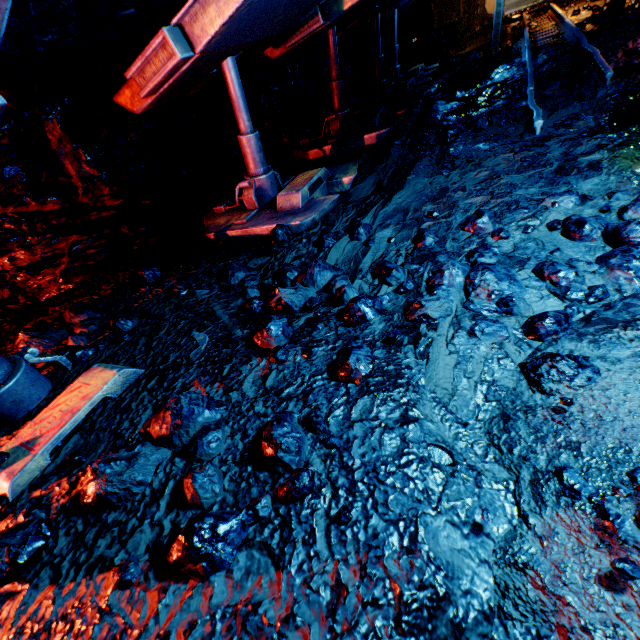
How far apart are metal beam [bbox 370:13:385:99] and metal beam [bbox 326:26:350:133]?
2.3 meters

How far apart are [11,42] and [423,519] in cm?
308

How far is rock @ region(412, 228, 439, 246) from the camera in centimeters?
255cm

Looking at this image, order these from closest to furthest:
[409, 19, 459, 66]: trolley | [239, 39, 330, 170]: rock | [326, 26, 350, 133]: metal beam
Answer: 1. [326, 26, 350, 133]: metal beam
2. [239, 39, 330, 170]: rock
3. [409, 19, 459, 66]: trolley

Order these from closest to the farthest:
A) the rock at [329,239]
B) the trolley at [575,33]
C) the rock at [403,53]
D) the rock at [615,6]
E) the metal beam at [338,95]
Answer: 1. the rock at [329,239]
2. the trolley at [575,33]
3. the metal beam at [338,95]
4. the rock at [615,6]
5. the rock at [403,53]

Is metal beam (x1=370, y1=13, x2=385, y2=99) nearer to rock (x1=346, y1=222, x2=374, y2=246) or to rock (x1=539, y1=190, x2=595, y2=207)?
rock (x1=539, y1=190, x2=595, y2=207)

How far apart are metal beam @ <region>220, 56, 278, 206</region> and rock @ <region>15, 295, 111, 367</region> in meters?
2.0

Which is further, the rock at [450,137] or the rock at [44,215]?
the rock at [450,137]
